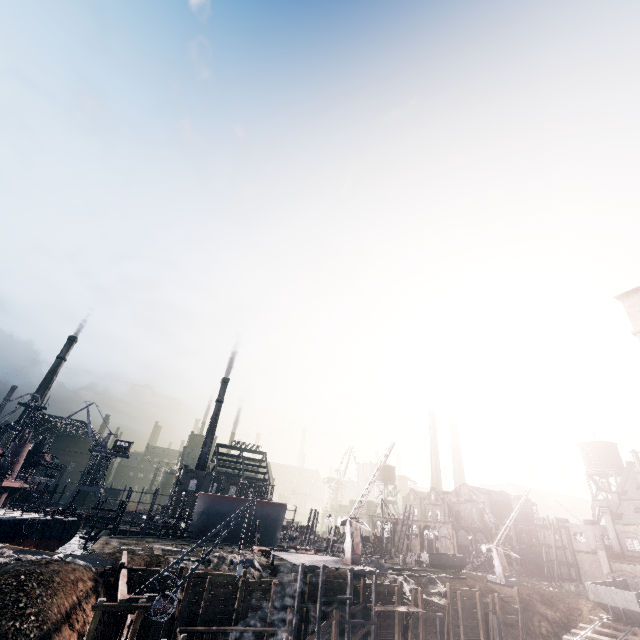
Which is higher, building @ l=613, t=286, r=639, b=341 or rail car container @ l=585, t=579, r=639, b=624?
building @ l=613, t=286, r=639, b=341

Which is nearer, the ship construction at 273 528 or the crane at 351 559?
the crane at 351 559

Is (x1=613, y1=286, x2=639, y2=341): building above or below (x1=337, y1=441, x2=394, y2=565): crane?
above

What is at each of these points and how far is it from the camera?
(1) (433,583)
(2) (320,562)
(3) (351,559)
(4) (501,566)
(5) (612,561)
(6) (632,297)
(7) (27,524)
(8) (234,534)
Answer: (1) stone debris, 40.56m
(2) wooden scaffolding, 33.44m
(3) crane, 34.81m
(4) crane, 47.06m
(5) building, 51.31m
(6) building, 14.46m
(7) ship, 37.94m
(8) ship construction, 54.06m

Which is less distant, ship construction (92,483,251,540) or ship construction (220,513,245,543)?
ship construction (92,483,251,540)

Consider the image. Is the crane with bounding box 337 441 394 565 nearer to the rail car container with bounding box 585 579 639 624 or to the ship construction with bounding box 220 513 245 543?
the ship construction with bounding box 220 513 245 543

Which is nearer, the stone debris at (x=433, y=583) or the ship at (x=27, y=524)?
the stone debris at (x=433, y=583)

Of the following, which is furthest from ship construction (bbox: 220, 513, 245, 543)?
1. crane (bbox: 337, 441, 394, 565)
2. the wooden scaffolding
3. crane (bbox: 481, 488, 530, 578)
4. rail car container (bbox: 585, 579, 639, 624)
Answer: rail car container (bbox: 585, 579, 639, 624)
